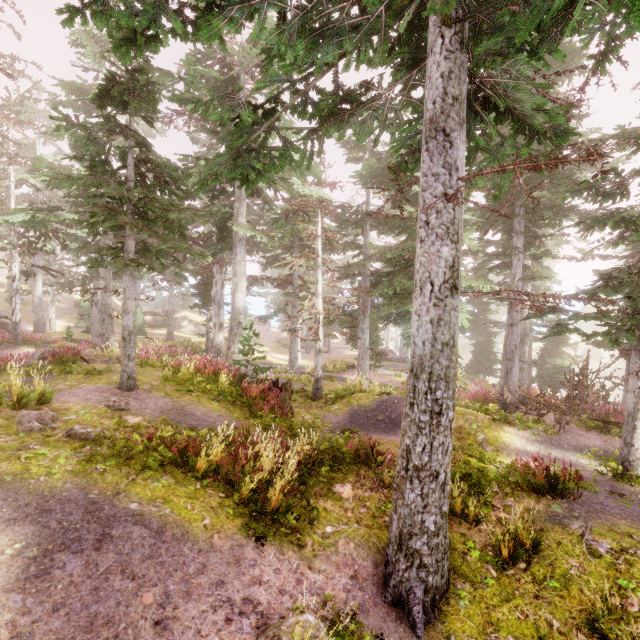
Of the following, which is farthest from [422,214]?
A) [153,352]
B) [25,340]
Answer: [25,340]

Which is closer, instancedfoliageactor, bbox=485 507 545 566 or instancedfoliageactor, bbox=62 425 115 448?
instancedfoliageactor, bbox=485 507 545 566

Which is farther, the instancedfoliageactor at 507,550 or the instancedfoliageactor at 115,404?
the instancedfoliageactor at 115,404

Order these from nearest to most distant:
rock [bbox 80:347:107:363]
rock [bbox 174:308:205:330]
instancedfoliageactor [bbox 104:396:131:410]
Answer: instancedfoliageactor [bbox 104:396:131:410] → rock [bbox 80:347:107:363] → rock [bbox 174:308:205:330]

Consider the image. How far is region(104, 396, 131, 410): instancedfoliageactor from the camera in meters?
7.8

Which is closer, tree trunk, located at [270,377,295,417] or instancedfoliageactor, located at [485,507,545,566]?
instancedfoliageactor, located at [485,507,545,566]

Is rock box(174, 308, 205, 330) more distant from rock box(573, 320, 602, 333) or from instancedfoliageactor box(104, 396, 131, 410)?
rock box(573, 320, 602, 333)

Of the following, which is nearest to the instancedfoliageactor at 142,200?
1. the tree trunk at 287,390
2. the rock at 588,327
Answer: the rock at 588,327
